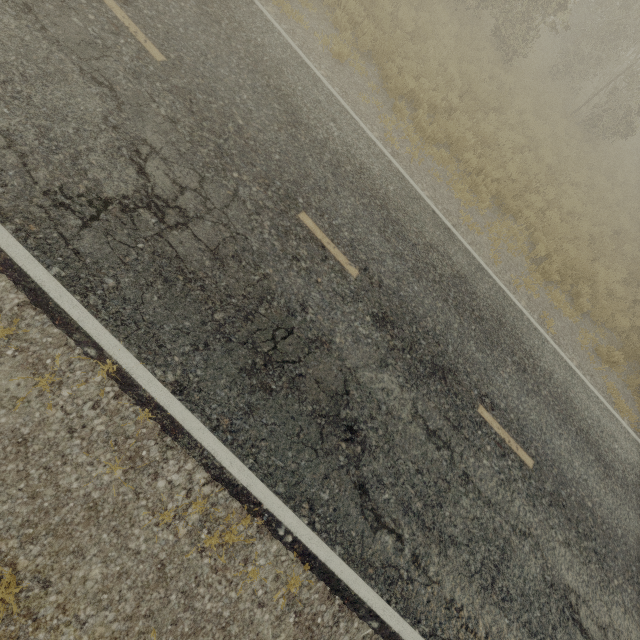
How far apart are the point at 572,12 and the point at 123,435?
29.6m
